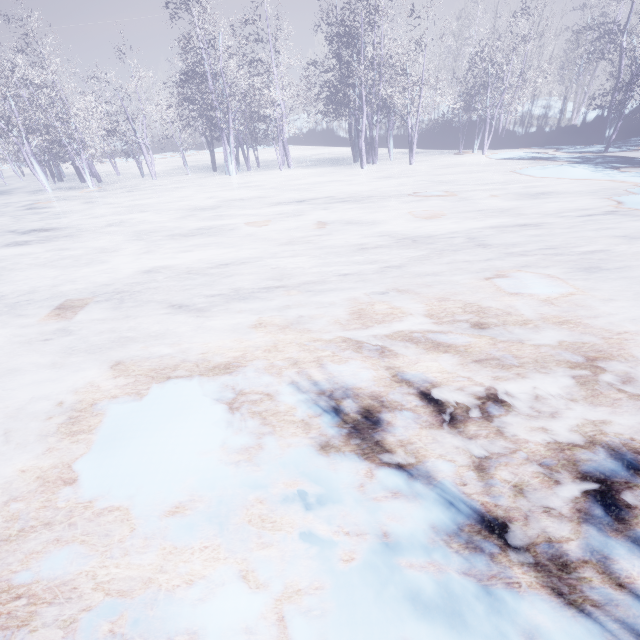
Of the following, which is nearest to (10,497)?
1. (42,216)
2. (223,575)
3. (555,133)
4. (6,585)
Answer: (6,585)
